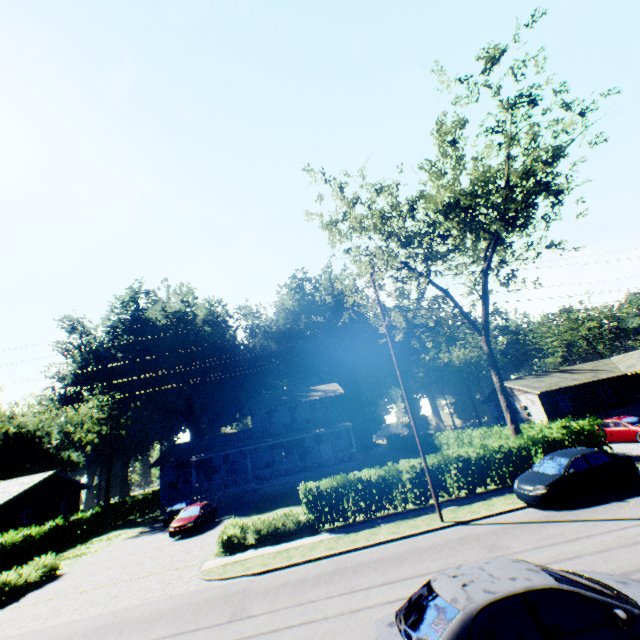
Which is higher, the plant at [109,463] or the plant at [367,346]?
the plant at [367,346]

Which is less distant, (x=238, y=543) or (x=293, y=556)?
(x=293, y=556)

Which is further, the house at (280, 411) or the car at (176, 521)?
the house at (280, 411)

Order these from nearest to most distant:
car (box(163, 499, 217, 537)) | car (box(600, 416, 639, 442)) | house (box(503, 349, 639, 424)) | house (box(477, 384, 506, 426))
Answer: car (box(600, 416, 639, 442)), car (box(163, 499, 217, 537)), house (box(503, 349, 639, 424)), house (box(477, 384, 506, 426))

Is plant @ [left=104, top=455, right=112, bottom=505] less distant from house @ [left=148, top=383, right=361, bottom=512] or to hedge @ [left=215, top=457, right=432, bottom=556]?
house @ [left=148, top=383, right=361, bottom=512]

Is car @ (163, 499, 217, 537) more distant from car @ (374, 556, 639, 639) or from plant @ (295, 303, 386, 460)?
plant @ (295, 303, 386, 460)

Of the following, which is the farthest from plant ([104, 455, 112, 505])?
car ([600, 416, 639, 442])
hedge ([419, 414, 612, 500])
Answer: car ([600, 416, 639, 442])

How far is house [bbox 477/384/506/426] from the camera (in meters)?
40.94
